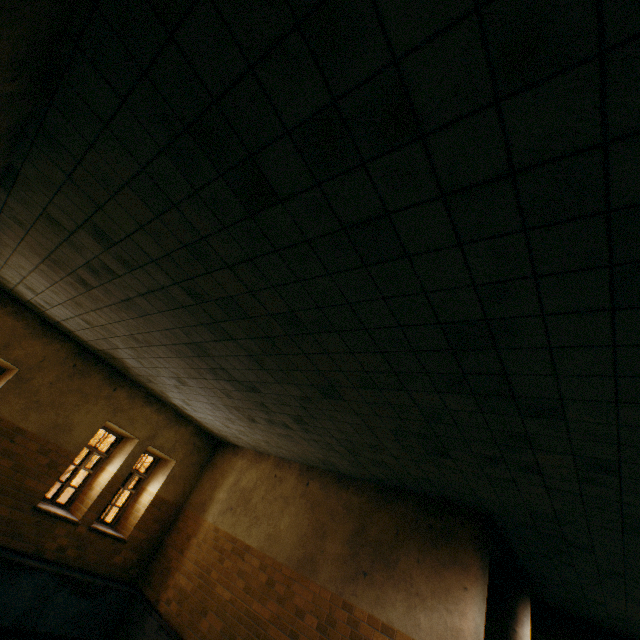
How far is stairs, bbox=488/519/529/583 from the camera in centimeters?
625cm

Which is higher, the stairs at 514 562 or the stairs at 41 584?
the stairs at 514 562

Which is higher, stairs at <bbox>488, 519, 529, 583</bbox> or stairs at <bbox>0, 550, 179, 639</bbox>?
stairs at <bbox>488, 519, 529, 583</bbox>

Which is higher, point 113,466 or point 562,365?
point 562,365

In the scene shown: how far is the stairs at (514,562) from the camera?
6.2 meters
